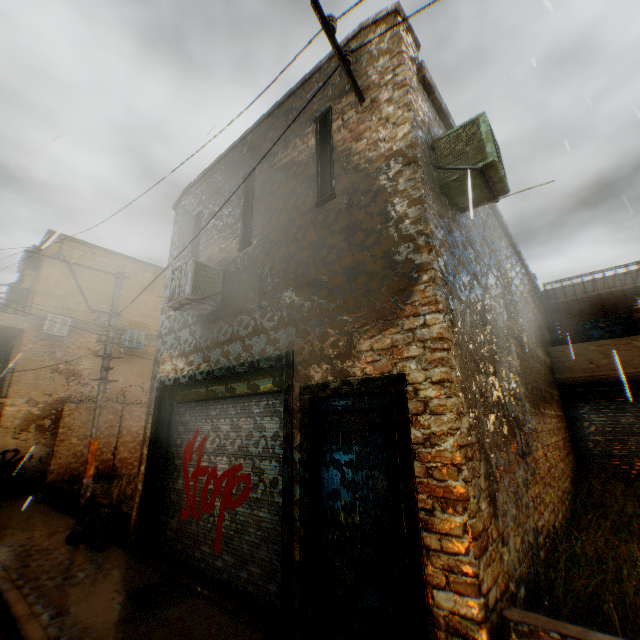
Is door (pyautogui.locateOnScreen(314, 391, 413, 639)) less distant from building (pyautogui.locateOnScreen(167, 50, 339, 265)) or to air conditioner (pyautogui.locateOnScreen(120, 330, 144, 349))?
building (pyautogui.locateOnScreen(167, 50, 339, 265))

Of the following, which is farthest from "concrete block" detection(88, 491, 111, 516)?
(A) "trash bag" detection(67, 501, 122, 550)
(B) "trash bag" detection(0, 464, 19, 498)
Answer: (B) "trash bag" detection(0, 464, 19, 498)

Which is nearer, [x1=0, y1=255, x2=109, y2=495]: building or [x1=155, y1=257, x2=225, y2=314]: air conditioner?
[x1=155, y1=257, x2=225, y2=314]: air conditioner

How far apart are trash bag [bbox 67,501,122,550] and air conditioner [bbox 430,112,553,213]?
2.23m

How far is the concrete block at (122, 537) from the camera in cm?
667

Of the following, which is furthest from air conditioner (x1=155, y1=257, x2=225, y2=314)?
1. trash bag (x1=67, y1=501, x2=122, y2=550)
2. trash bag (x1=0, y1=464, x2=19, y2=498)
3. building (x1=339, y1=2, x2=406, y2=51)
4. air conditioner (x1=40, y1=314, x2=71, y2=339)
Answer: trash bag (x1=0, y1=464, x2=19, y2=498)

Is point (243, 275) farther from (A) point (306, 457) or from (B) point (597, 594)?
(B) point (597, 594)

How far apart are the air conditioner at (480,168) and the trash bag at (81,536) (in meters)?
2.23
